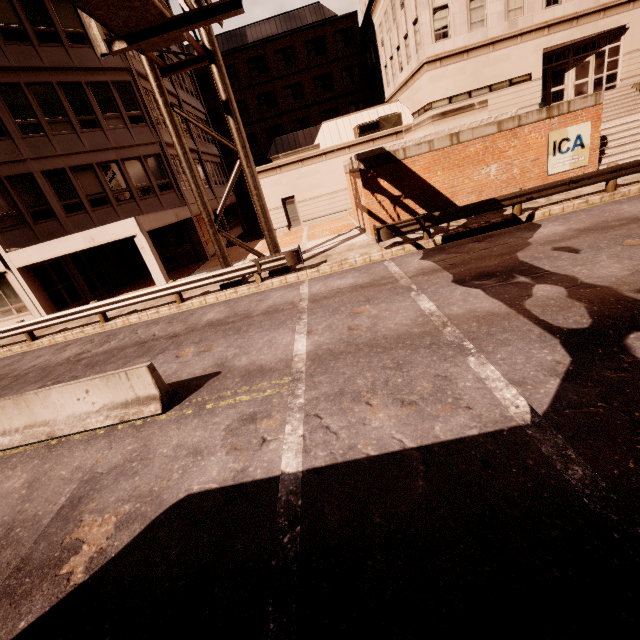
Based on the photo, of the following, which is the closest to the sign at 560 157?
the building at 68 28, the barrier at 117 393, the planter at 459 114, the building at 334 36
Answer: the planter at 459 114

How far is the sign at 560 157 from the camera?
13.8 meters

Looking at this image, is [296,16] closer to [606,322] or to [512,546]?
[606,322]

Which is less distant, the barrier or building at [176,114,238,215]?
the barrier

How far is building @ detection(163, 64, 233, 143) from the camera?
24.4 meters

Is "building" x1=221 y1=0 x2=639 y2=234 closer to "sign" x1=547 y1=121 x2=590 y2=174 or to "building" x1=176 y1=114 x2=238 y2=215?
"building" x1=176 y1=114 x2=238 y2=215

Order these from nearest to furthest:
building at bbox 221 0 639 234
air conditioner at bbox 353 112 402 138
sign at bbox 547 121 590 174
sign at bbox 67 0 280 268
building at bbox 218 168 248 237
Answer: sign at bbox 67 0 280 268, sign at bbox 547 121 590 174, building at bbox 221 0 639 234, air conditioner at bbox 353 112 402 138, building at bbox 218 168 248 237

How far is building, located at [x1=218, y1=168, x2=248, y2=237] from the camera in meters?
28.2
